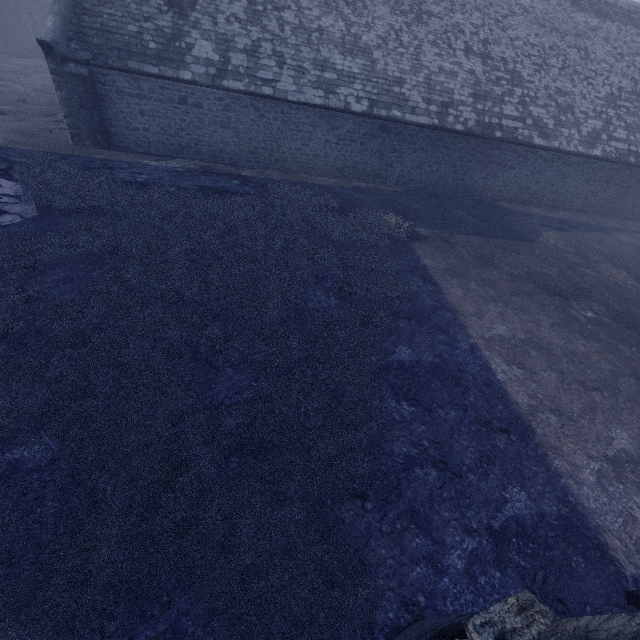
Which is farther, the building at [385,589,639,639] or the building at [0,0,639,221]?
the building at [0,0,639,221]

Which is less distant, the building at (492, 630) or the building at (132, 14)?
the building at (492, 630)

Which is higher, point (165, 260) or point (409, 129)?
point (409, 129)
